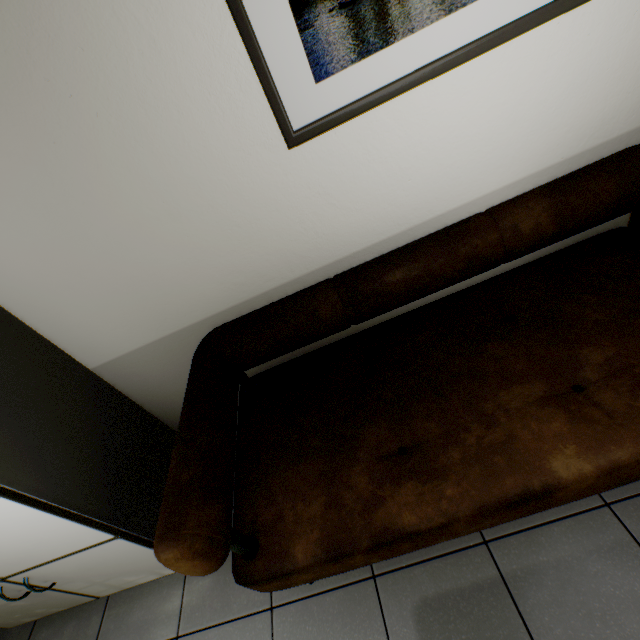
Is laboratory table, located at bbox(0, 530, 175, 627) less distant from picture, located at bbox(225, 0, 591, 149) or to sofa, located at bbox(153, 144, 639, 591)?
sofa, located at bbox(153, 144, 639, 591)

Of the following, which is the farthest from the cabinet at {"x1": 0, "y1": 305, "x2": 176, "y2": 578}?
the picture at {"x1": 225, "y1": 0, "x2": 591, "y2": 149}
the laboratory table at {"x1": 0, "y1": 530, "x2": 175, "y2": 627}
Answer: the picture at {"x1": 225, "y1": 0, "x2": 591, "y2": 149}

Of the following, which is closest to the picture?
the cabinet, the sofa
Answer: the sofa

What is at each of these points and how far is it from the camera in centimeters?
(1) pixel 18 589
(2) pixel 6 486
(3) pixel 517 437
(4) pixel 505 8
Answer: (1) laboratory table, 145cm
(2) cabinet, 101cm
(3) sofa, 107cm
(4) picture, 97cm

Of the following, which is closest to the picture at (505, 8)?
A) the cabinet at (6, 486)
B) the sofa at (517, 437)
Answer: the sofa at (517, 437)

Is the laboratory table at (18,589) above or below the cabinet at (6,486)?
below

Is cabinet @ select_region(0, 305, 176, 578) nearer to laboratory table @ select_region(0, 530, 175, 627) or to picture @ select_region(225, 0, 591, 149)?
laboratory table @ select_region(0, 530, 175, 627)
